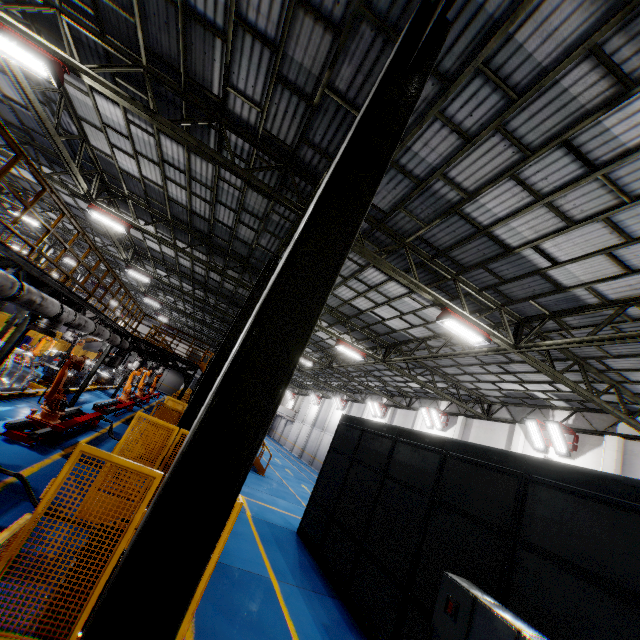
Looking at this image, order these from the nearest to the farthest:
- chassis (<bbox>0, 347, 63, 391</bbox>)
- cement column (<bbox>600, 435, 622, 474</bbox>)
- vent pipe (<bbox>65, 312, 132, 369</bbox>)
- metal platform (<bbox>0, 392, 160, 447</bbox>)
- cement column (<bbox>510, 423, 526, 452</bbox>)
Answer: metal platform (<bbox>0, 392, 160, 447</bbox>) → vent pipe (<bbox>65, 312, 132, 369</bbox>) → chassis (<bbox>0, 347, 63, 391</bbox>) → cement column (<bbox>600, 435, 622, 474</bbox>) → cement column (<bbox>510, 423, 526, 452</bbox>)

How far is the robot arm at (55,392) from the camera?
9.7 meters

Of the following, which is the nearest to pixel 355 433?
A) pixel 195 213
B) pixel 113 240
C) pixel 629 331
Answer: pixel 629 331

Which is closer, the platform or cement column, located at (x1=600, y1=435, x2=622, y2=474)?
the platform

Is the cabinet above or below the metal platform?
above

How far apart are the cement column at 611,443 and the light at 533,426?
1.0m

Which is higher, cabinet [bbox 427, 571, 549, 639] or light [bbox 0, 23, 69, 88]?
light [bbox 0, 23, 69, 88]

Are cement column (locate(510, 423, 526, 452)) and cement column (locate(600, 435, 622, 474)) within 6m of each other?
yes
